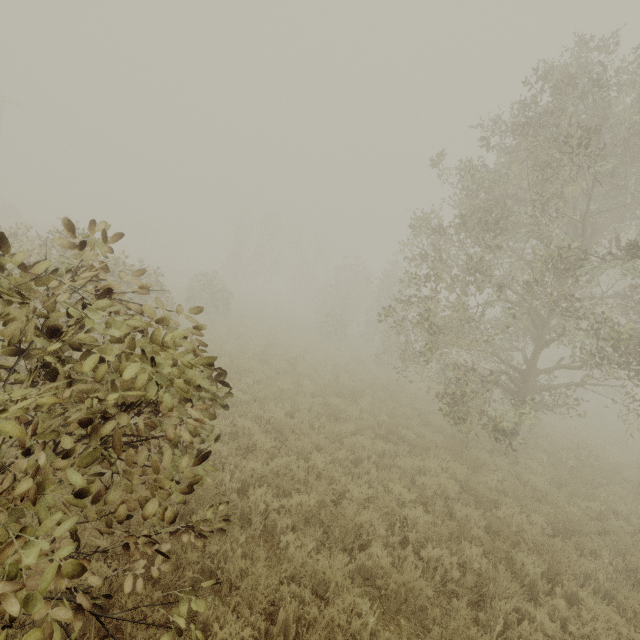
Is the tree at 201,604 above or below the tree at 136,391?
below

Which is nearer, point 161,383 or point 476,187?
point 161,383

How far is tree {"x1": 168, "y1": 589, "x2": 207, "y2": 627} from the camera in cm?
300

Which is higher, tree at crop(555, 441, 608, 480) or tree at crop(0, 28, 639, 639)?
tree at crop(0, 28, 639, 639)

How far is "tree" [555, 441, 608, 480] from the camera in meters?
9.7

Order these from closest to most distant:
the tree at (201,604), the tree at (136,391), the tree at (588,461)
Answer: the tree at (136,391)
the tree at (201,604)
the tree at (588,461)

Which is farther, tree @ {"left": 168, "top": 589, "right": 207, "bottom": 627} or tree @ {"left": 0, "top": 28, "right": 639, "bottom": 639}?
tree @ {"left": 168, "top": 589, "right": 207, "bottom": 627}
